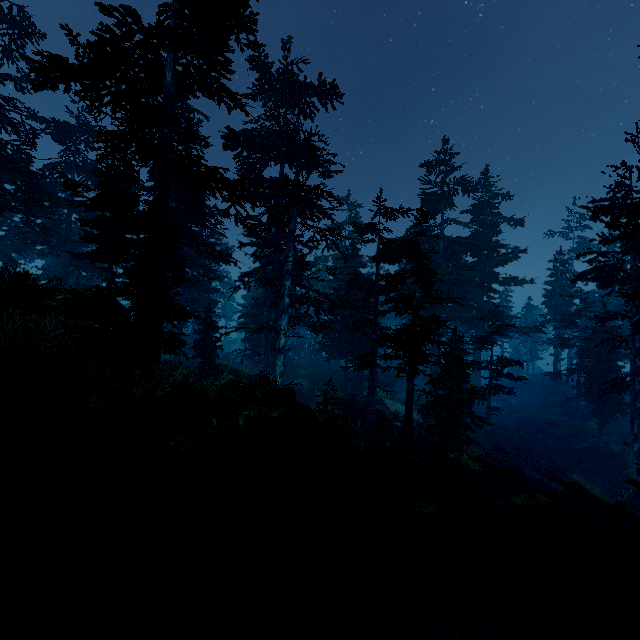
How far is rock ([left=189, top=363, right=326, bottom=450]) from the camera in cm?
1128

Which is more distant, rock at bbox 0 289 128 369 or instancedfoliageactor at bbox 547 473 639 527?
rock at bbox 0 289 128 369

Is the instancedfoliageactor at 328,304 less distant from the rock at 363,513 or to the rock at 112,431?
the rock at 112,431

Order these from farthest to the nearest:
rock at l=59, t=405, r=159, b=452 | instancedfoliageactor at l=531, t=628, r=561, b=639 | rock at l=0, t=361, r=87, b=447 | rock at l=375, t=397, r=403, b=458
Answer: rock at l=375, t=397, r=403, b=458 < rock at l=59, t=405, r=159, b=452 < rock at l=0, t=361, r=87, b=447 < instancedfoliageactor at l=531, t=628, r=561, b=639

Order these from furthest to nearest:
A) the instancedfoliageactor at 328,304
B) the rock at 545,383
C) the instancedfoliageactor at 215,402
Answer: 1. the rock at 545,383
2. the instancedfoliageactor at 215,402
3. the instancedfoliageactor at 328,304

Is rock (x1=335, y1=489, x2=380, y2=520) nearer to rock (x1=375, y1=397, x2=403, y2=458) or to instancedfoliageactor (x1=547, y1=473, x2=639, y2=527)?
instancedfoliageactor (x1=547, y1=473, x2=639, y2=527)

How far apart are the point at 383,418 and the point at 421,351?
10.5m

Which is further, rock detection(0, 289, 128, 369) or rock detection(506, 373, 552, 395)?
A: rock detection(506, 373, 552, 395)
